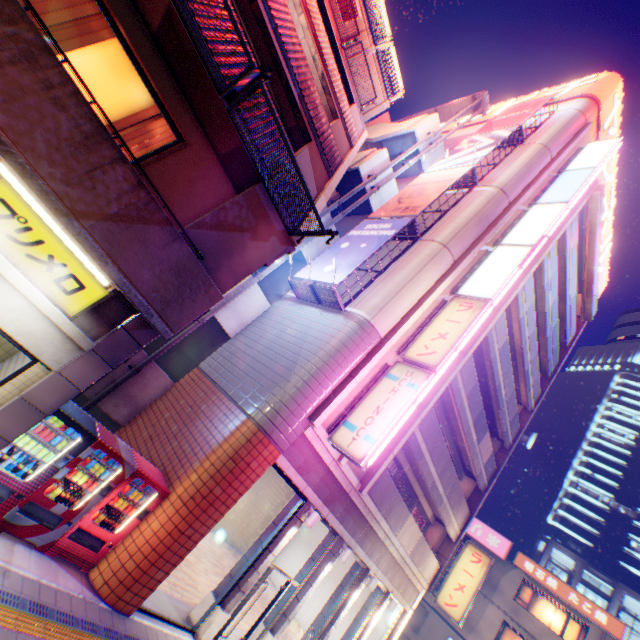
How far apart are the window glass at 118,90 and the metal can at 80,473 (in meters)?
5.52

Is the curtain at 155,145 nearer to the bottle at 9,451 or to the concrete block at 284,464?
the bottle at 9,451

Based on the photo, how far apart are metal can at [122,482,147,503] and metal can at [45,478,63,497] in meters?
1.0

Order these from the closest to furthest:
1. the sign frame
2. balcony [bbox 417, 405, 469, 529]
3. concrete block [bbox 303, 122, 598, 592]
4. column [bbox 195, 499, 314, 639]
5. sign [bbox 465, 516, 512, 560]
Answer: column [bbox 195, 499, 314, 639] < concrete block [bbox 303, 122, 598, 592] < the sign frame < balcony [bbox 417, 405, 469, 529] < sign [bbox 465, 516, 512, 560]

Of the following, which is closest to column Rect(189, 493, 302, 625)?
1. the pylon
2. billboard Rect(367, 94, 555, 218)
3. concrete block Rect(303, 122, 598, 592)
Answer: concrete block Rect(303, 122, 598, 592)

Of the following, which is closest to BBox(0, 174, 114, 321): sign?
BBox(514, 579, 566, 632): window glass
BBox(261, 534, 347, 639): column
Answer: BBox(261, 534, 347, 639): column

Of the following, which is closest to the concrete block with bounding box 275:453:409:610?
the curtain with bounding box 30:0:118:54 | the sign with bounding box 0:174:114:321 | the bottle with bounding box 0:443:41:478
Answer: the bottle with bounding box 0:443:41:478

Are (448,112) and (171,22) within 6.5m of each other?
no
